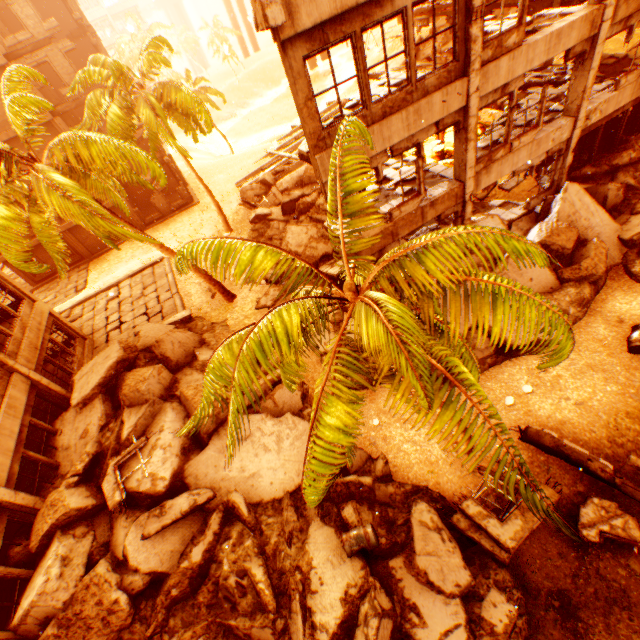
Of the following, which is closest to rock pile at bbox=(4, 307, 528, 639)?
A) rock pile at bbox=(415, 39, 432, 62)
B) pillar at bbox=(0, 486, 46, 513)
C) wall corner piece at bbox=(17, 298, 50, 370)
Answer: pillar at bbox=(0, 486, 46, 513)

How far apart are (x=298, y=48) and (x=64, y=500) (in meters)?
13.26

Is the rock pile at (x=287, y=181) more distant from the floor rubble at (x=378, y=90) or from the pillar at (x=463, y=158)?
the floor rubble at (x=378, y=90)

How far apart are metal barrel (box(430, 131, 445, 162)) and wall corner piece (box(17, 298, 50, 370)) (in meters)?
21.94

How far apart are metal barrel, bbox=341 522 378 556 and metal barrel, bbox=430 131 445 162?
18.5 meters

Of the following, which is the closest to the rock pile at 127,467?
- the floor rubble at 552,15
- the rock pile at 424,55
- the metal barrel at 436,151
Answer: the metal barrel at 436,151

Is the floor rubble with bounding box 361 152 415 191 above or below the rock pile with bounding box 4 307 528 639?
above

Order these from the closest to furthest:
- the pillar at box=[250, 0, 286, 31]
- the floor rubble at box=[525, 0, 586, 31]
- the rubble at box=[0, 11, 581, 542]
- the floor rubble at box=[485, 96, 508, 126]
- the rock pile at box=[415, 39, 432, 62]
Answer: the rubble at box=[0, 11, 581, 542] → the pillar at box=[250, 0, 286, 31] → the floor rubble at box=[525, 0, 586, 31] → the floor rubble at box=[485, 96, 508, 126] → the rock pile at box=[415, 39, 432, 62]
